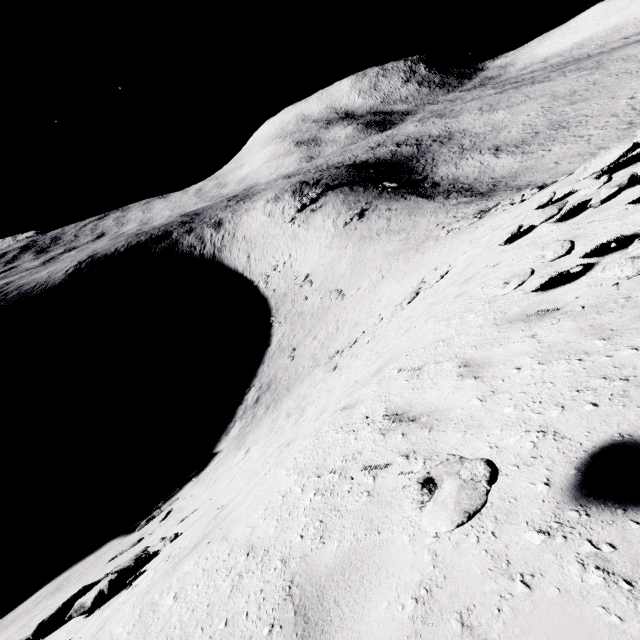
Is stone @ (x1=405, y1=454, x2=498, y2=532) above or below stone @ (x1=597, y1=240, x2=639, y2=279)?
below

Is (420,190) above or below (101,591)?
below

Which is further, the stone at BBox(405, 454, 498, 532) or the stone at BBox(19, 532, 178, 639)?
the stone at BBox(19, 532, 178, 639)

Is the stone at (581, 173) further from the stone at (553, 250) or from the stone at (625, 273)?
the stone at (625, 273)

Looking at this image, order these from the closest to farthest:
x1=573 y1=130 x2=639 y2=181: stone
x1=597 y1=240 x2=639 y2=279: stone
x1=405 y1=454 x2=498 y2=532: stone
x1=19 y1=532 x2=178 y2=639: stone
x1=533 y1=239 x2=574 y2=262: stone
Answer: x1=405 y1=454 x2=498 y2=532: stone, x1=597 y1=240 x2=639 y2=279: stone, x1=533 y1=239 x2=574 y2=262: stone, x1=19 y1=532 x2=178 y2=639: stone, x1=573 y1=130 x2=639 y2=181: stone

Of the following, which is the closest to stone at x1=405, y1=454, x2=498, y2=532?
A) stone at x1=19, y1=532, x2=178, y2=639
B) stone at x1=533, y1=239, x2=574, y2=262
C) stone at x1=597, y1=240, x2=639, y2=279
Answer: stone at x1=597, y1=240, x2=639, y2=279

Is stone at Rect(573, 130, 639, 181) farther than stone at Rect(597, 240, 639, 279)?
Yes

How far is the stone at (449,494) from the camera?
1.51m
